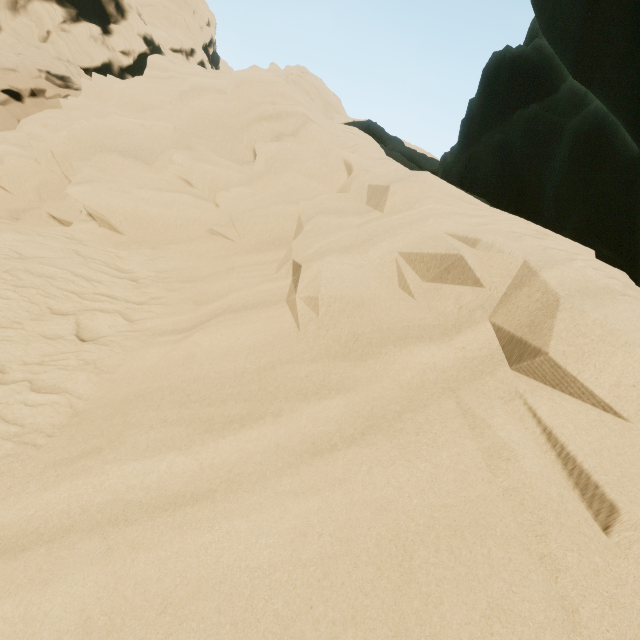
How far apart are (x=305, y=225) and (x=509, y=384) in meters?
3.5
